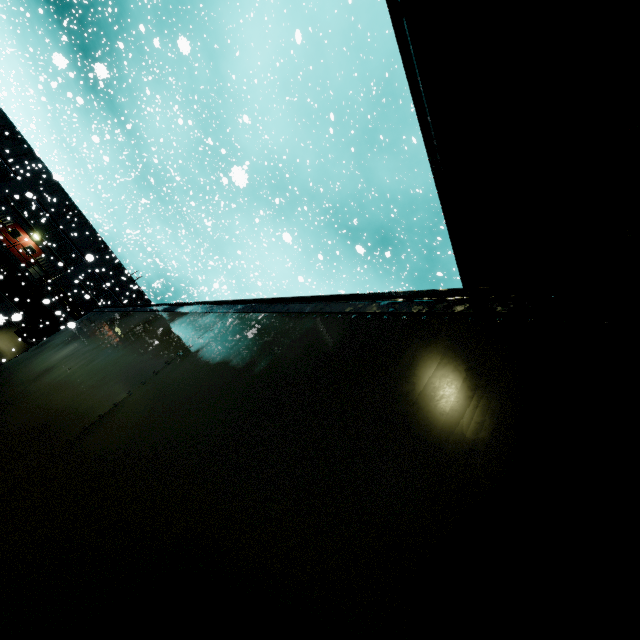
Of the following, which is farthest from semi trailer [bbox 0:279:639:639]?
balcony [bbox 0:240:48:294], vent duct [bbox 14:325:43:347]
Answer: vent duct [bbox 14:325:43:347]

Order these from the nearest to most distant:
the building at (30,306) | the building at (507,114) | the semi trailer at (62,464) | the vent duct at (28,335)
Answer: the semi trailer at (62,464) < the building at (507,114) < the building at (30,306) < the vent duct at (28,335)

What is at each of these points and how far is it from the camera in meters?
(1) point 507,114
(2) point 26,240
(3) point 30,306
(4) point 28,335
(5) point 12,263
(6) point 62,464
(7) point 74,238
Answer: (1) building, 2.8
(2) door, 18.1
(3) building, 27.6
(4) vent duct, 26.8
(5) balcony, 25.7
(6) semi trailer, 2.1
(7) building, 30.1

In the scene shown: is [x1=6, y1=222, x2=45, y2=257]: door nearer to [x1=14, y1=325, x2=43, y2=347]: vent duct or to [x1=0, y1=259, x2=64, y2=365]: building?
[x1=0, y1=259, x2=64, y2=365]: building

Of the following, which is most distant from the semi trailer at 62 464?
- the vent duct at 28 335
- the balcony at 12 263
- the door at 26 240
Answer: the door at 26 240

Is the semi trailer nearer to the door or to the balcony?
the balcony

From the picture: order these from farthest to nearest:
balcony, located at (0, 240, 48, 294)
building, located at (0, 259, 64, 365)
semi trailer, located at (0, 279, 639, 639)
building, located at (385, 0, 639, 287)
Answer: balcony, located at (0, 240, 48, 294) < building, located at (0, 259, 64, 365) < building, located at (385, 0, 639, 287) < semi trailer, located at (0, 279, 639, 639)

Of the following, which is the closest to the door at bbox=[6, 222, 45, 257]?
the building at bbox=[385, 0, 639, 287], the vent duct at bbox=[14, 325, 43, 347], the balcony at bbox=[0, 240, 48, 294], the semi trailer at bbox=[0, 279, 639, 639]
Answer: the building at bbox=[385, 0, 639, 287]
